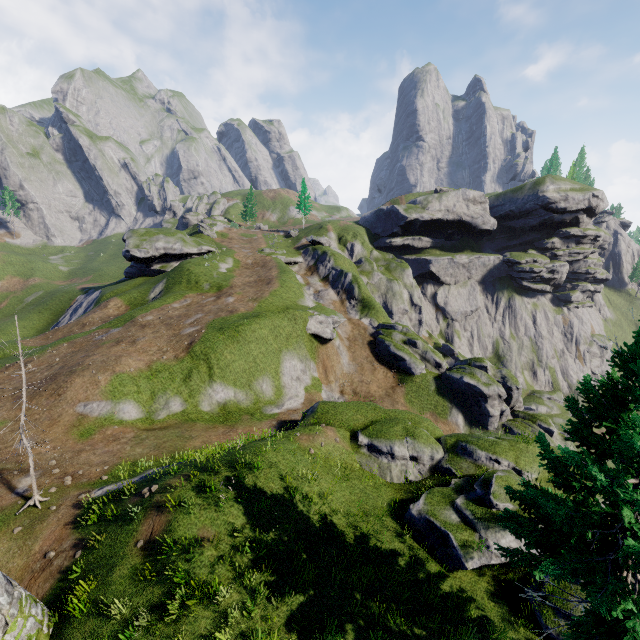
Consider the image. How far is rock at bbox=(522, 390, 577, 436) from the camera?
53.4m

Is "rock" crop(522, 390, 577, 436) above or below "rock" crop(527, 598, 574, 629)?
below

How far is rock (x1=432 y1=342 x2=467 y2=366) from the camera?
54.16m

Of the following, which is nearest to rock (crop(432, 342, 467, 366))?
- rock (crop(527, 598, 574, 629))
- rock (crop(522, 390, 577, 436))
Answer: rock (crop(522, 390, 577, 436))

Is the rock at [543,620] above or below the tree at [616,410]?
below

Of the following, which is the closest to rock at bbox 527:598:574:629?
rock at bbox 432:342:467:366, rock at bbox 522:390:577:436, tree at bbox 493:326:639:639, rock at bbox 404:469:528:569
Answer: rock at bbox 404:469:528:569

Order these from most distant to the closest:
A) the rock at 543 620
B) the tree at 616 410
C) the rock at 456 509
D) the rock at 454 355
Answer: the rock at 454 355 < the rock at 456 509 < the rock at 543 620 < the tree at 616 410

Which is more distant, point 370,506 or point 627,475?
point 370,506
